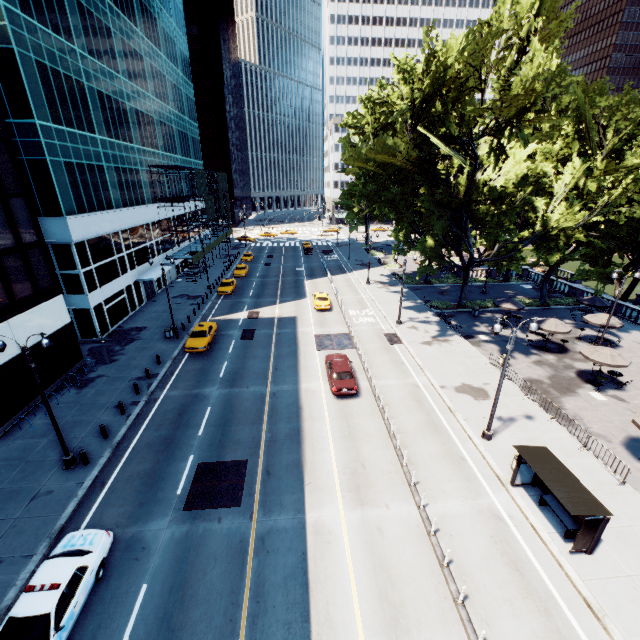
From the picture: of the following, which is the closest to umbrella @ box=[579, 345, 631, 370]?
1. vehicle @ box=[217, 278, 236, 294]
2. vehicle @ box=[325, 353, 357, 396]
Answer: vehicle @ box=[325, 353, 357, 396]

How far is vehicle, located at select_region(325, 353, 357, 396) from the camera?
21.62m

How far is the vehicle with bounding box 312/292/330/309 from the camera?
36.6 meters

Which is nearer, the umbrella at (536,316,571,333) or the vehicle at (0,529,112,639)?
the vehicle at (0,529,112,639)

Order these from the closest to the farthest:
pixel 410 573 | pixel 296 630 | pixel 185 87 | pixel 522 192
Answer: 1. pixel 296 630
2. pixel 410 573
3. pixel 522 192
4. pixel 185 87

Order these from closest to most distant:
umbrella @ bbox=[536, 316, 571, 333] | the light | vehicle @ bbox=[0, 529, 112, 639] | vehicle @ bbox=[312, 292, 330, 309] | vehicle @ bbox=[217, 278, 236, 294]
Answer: vehicle @ bbox=[0, 529, 112, 639] → the light → umbrella @ bbox=[536, 316, 571, 333] → vehicle @ bbox=[312, 292, 330, 309] → vehicle @ bbox=[217, 278, 236, 294]

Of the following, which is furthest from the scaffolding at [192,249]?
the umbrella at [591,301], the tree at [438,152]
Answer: the umbrella at [591,301]

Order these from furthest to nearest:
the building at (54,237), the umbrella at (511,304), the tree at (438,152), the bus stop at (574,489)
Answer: the umbrella at (511,304) → the building at (54,237) → the tree at (438,152) → the bus stop at (574,489)
